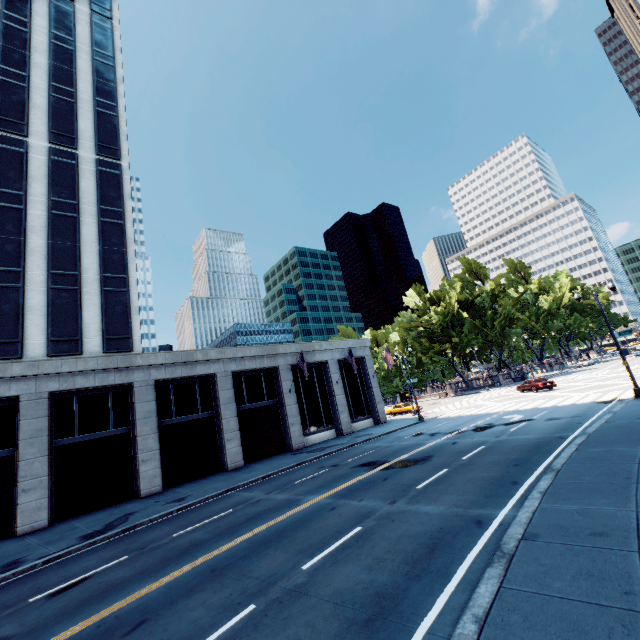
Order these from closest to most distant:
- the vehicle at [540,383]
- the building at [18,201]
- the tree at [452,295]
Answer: the building at [18,201] → the vehicle at [540,383] → the tree at [452,295]

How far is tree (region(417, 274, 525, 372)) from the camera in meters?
56.8

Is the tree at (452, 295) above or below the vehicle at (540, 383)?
above

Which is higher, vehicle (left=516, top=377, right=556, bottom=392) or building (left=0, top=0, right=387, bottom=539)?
building (left=0, top=0, right=387, bottom=539)

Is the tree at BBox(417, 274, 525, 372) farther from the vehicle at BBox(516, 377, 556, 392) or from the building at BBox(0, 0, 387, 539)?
the building at BBox(0, 0, 387, 539)

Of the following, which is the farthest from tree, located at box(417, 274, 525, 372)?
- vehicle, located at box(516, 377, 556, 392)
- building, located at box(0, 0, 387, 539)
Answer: building, located at box(0, 0, 387, 539)

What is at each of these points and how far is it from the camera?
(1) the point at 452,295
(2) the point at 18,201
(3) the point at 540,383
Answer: (1) tree, 59.5m
(2) building, 22.4m
(3) vehicle, 34.5m
